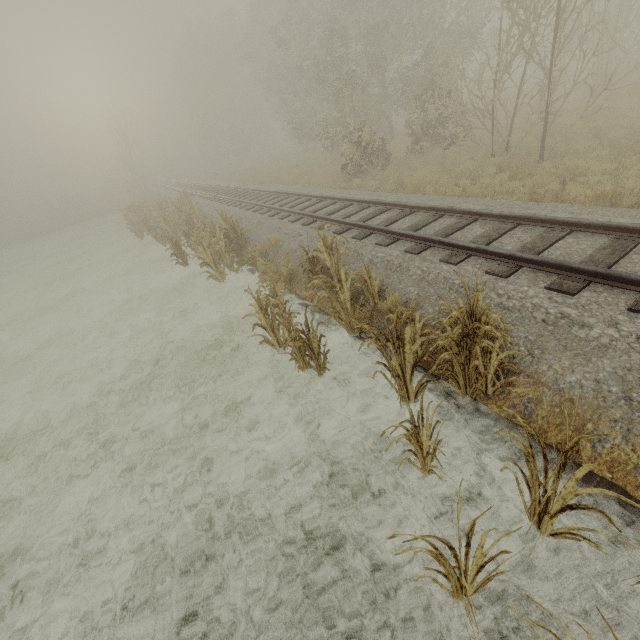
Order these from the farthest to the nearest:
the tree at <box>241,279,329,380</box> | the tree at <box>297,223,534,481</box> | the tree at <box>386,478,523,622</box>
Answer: the tree at <box>241,279,329,380</box>, the tree at <box>297,223,534,481</box>, the tree at <box>386,478,523,622</box>

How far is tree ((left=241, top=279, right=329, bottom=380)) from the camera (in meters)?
5.36

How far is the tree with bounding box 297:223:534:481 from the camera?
3.6 meters

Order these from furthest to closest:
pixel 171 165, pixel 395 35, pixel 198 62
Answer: pixel 171 165
pixel 198 62
pixel 395 35

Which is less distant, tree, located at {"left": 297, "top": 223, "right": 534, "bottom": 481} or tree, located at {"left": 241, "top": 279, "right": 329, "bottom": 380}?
tree, located at {"left": 297, "top": 223, "right": 534, "bottom": 481}

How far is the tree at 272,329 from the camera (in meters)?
5.36

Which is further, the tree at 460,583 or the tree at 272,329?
the tree at 272,329
